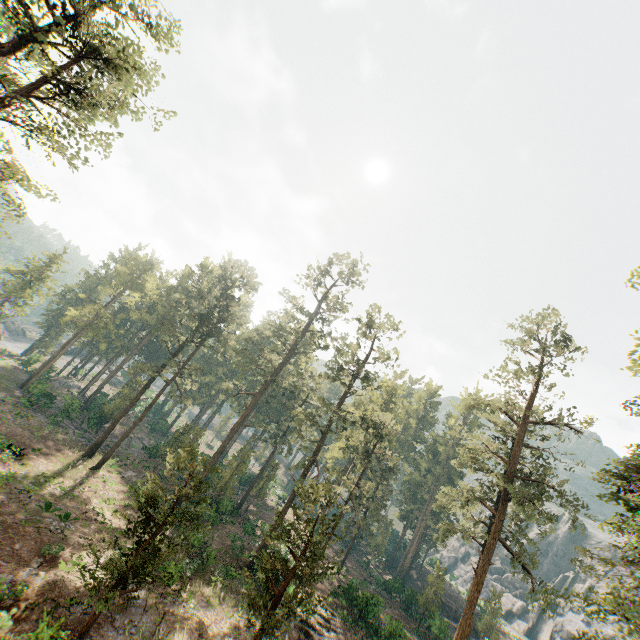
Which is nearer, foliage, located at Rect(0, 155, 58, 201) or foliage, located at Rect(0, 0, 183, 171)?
foliage, located at Rect(0, 155, 58, 201)

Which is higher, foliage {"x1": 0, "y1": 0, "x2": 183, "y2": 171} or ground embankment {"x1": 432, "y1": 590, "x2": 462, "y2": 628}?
foliage {"x1": 0, "y1": 0, "x2": 183, "y2": 171}

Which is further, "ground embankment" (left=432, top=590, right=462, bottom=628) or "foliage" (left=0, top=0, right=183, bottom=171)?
"ground embankment" (left=432, top=590, right=462, bottom=628)

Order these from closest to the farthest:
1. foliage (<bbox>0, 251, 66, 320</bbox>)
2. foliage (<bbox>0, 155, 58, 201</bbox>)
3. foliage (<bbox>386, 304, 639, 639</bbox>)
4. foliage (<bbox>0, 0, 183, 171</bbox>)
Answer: foliage (<bbox>0, 155, 58, 201</bbox>) → foliage (<bbox>0, 0, 183, 171</bbox>) → foliage (<bbox>386, 304, 639, 639</bbox>) → foliage (<bbox>0, 251, 66, 320</bbox>)

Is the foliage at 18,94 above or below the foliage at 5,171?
above

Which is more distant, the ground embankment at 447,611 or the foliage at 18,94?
the ground embankment at 447,611

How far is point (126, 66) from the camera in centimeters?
1906cm
